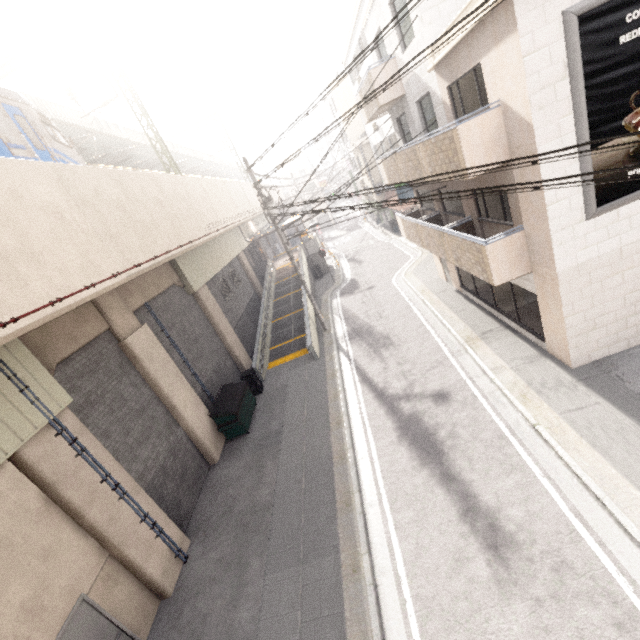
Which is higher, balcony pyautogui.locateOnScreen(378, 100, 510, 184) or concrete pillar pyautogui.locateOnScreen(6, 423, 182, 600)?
balcony pyautogui.locateOnScreen(378, 100, 510, 184)

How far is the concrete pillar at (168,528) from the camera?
7.31m

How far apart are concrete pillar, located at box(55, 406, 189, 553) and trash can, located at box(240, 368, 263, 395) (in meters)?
6.41

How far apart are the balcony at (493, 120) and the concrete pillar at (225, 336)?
10.65m

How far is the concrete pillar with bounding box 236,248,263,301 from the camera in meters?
25.0 m

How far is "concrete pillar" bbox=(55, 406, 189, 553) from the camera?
7.3m

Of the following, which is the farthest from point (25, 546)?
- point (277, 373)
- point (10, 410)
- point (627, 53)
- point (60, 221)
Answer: point (627, 53)
